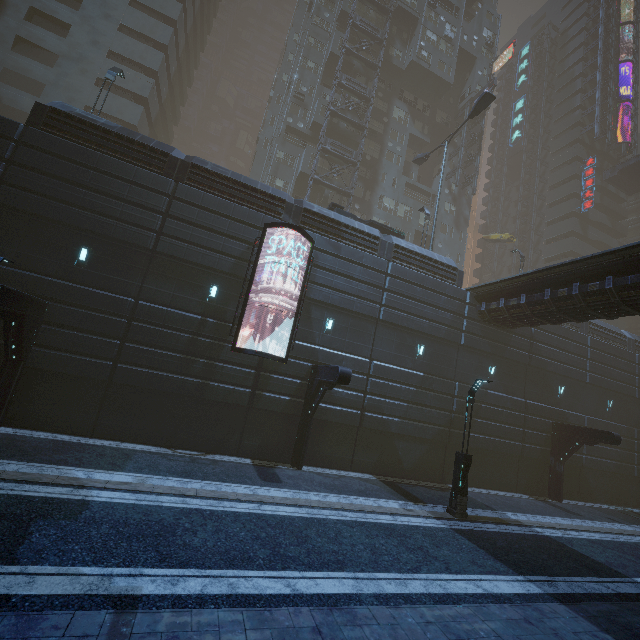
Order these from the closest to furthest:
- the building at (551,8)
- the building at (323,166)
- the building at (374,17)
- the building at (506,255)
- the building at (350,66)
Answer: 1. the building at (323,166)
2. the building at (350,66)
3. the building at (374,17)
4. the building at (551,8)
5. the building at (506,255)

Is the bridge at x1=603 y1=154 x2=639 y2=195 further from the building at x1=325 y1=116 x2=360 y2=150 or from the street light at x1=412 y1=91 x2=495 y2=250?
the street light at x1=412 y1=91 x2=495 y2=250

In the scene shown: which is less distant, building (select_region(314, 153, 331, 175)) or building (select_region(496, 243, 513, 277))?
building (select_region(314, 153, 331, 175))

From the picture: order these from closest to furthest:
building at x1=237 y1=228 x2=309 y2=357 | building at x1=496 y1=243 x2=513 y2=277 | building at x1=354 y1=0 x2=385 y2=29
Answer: building at x1=237 y1=228 x2=309 y2=357 < building at x1=354 y1=0 x2=385 y2=29 < building at x1=496 y1=243 x2=513 y2=277

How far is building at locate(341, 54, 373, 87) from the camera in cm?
3552

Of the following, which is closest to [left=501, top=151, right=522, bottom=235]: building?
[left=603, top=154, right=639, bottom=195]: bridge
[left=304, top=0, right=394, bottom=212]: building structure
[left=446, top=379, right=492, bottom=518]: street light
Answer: [left=304, top=0, right=394, bottom=212]: building structure

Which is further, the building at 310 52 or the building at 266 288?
the building at 266 288

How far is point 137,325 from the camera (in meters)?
13.98
